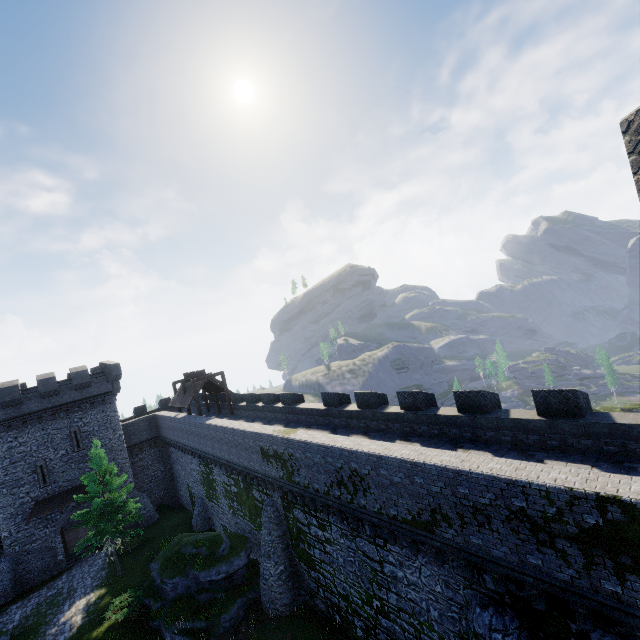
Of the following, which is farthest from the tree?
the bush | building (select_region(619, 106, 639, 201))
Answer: building (select_region(619, 106, 639, 201))

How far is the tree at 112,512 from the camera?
24.0 meters

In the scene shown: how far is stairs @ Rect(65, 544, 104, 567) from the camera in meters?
29.1 m

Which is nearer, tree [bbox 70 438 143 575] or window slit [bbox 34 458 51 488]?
tree [bbox 70 438 143 575]

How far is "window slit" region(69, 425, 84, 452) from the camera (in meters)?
30.67

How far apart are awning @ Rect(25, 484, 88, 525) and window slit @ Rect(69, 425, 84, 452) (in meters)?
2.73

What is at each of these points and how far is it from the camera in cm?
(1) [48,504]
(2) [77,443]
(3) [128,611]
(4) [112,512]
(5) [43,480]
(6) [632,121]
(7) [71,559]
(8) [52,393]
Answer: (1) awning, 2866
(2) window slit, 3088
(3) bush, 2012
(4) tree, 2489
(5) window slit, 2892
(6) building, 381
(7) stairs, 2942
(8) building, 2977

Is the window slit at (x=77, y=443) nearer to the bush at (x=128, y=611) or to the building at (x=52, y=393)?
the building at (x=52, y=393)
